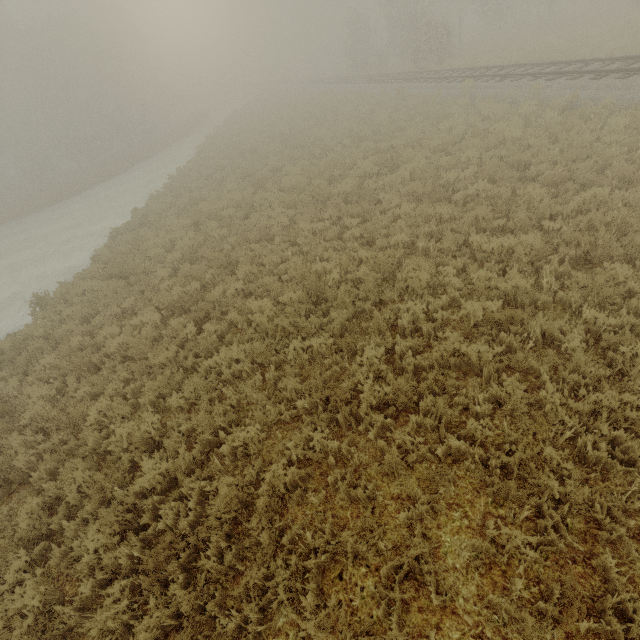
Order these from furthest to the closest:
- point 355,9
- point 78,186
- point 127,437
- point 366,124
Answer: point 355,9 < point 78,186 < point 366,124 < point 127,437
